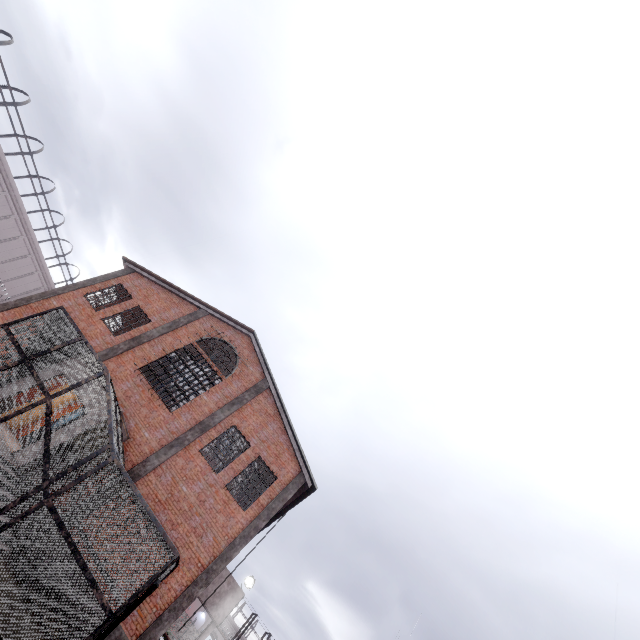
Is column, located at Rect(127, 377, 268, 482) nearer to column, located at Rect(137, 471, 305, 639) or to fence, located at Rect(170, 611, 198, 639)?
column, located at Rect(137, 471, 305, 639)

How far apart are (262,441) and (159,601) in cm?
672

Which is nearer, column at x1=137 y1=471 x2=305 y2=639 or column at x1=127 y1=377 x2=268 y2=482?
column at x1=137 y1=471 x2=305 y2=639

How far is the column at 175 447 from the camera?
13.6m

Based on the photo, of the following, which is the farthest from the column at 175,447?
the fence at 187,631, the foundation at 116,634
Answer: the fence at 187,631

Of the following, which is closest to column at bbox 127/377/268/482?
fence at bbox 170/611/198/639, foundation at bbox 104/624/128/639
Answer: foundation at bbox 104/624/128/639

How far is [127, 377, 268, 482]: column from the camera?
13.6m

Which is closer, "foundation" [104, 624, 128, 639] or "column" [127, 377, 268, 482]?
"foundation" [104, 624, 128, 639]
